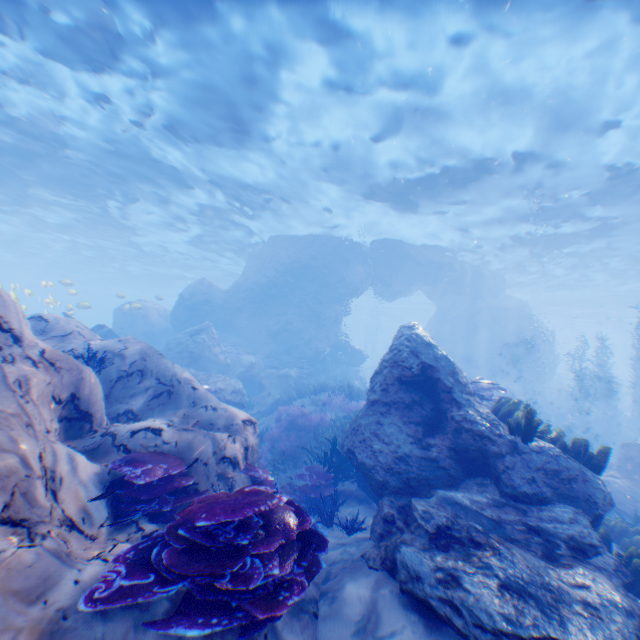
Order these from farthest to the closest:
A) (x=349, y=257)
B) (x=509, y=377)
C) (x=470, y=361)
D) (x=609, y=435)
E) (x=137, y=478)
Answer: (x=470, y=361)
(x=509, y=377)
(x=349, y=257)
(x=609, y=435)
(x=137, y=478)

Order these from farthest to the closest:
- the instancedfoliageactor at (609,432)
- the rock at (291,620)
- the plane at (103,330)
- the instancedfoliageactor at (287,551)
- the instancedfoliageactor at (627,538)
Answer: the plane at (103,330) < the instancedfoliageactor at (609,432) < the instancedfoliageactor at (627,538) < the rock at (291,620) < the instancedfoliageactor at (287,551)

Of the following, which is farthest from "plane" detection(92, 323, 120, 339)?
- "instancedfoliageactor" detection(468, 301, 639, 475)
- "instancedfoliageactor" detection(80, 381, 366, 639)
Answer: "instancedfoliageactor" detection(80, 381, 366, 639)

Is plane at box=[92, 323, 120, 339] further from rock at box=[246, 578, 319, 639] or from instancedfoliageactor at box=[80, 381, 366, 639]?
instancedfoliageactor at box=[80, 381, 366, 639]

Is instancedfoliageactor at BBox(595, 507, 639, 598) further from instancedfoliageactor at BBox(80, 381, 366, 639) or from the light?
the light

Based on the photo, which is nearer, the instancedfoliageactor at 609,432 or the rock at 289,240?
the rock at 289,240

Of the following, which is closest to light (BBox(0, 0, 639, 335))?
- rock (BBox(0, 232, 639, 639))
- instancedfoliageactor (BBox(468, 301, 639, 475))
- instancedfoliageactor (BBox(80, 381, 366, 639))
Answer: rock (BBox(0, 232, 639, 639))

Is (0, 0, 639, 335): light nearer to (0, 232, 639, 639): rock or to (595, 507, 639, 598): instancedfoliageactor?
(0, 232, 639, 639): rock
